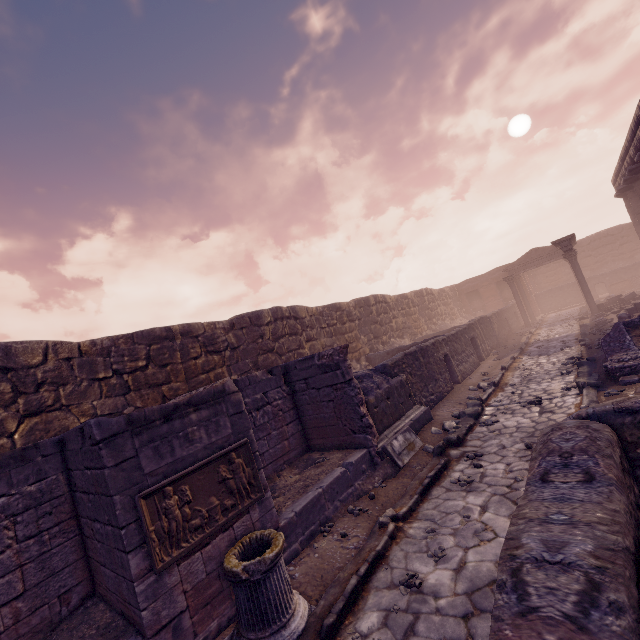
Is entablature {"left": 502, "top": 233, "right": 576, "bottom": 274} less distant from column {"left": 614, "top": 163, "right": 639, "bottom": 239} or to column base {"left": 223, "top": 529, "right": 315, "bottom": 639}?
column {"left": 614, "top": 163, "right": 639, "bottom": 239}

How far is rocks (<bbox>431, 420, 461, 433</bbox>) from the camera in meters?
7.8

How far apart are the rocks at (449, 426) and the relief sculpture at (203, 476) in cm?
491

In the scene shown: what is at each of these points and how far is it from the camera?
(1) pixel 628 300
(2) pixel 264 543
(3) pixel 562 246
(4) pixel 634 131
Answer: (1) stone blocks, 16.8 meters
(2) column base, 4.0 meters
(3) entablature, 16.7 meters
(4) entablature, 12.8 meters

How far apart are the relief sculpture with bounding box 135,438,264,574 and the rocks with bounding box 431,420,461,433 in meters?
4.9 m

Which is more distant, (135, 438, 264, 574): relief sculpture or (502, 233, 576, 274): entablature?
(502, 233, 576, 274): entablature

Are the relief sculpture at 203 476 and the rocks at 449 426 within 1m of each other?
no

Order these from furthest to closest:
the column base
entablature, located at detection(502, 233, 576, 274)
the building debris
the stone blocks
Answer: entablature, located at detection(502, 233, 576, 274) < the stone blocks < the building debris < the column base
